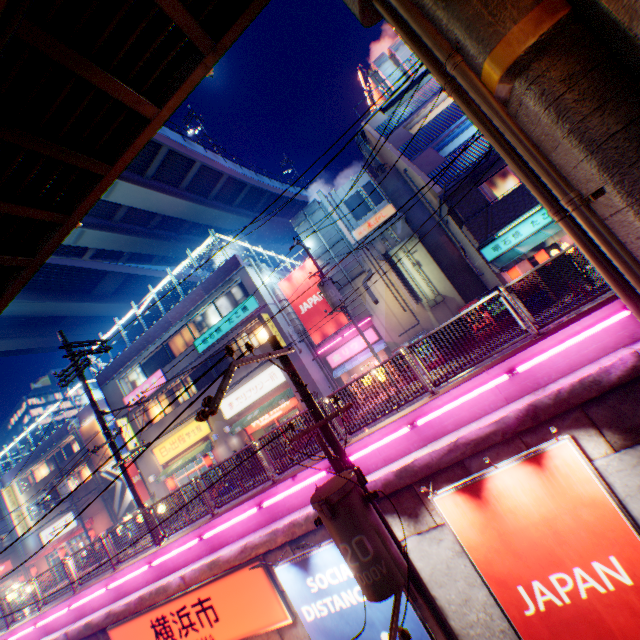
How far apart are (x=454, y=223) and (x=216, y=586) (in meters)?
17.61

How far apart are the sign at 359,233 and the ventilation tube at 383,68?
10.81m

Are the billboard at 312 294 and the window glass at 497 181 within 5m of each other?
no

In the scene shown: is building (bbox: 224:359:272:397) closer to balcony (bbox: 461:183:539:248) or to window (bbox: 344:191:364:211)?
window (bbox: 344:191:364:211)

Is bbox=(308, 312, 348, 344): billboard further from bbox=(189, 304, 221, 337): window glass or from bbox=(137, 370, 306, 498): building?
bbox=(189, 304, 221, 337): window glass

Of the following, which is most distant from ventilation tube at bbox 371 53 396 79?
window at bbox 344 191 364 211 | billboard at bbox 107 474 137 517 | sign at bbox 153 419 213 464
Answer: billboard at bbox 107 474 137 517

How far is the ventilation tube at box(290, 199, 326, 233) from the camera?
20.55m

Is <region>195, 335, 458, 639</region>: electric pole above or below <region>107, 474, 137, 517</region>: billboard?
below
